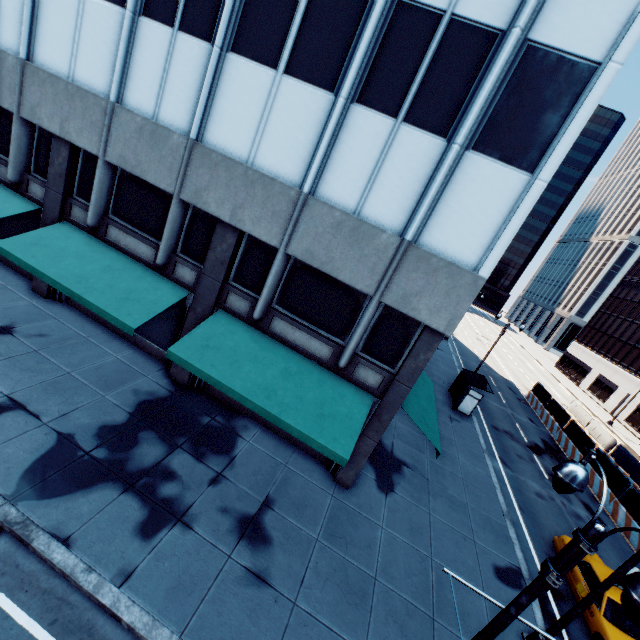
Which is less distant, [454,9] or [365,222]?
[454,9]

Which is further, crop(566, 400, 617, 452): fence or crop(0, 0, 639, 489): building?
crop(566, 400, 617, 452): fence

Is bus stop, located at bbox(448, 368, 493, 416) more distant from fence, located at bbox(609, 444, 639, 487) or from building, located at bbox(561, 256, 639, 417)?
building, located at bbox(561, 256, 639, 417)

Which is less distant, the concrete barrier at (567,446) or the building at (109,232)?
the building at (109,232)

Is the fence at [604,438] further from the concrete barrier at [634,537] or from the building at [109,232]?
the building at [109,232]

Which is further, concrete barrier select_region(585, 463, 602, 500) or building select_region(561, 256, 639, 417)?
building select_region(561, 256, 639, 417)

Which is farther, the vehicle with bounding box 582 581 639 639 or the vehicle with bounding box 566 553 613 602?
Answer: the vehicle with bounding box 566 553 613 602

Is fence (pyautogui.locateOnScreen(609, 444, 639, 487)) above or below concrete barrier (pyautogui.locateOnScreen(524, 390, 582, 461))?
above
